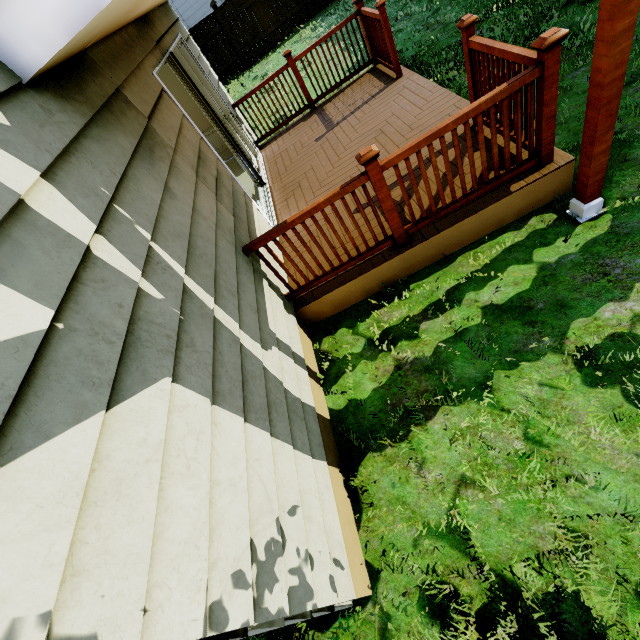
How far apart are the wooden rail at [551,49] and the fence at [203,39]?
→ 13.72m

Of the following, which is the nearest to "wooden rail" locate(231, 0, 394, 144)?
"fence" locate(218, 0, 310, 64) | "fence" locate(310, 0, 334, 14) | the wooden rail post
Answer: the wooden rail post

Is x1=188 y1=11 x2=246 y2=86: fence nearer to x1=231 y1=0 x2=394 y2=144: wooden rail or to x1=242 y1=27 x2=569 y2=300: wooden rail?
x1=231 y1=0 x2=394 y2=144: wooden rail

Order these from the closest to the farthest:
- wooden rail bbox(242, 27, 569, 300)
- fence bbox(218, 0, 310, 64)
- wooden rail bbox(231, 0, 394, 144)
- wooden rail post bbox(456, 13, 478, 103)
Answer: wooden rail bbox(242, 27, 569, 300) < wooden rail post bbox(456, 13, 478, 103) < wooden rail bbox(231, 0, 394, 144) < fence bbox(218, 0, 310, 64)

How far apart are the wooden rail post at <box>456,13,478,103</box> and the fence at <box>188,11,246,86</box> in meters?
13.6 m

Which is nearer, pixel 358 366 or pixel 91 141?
pixel 91 141

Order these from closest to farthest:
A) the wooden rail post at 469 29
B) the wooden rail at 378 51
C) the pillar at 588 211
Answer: the pillar at 588 211, the wooden rail post at 469 29, the wooden rail at 378 51

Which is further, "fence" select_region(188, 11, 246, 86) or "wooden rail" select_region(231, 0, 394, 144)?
"fence" select_region(188, 11, 246, 86)
